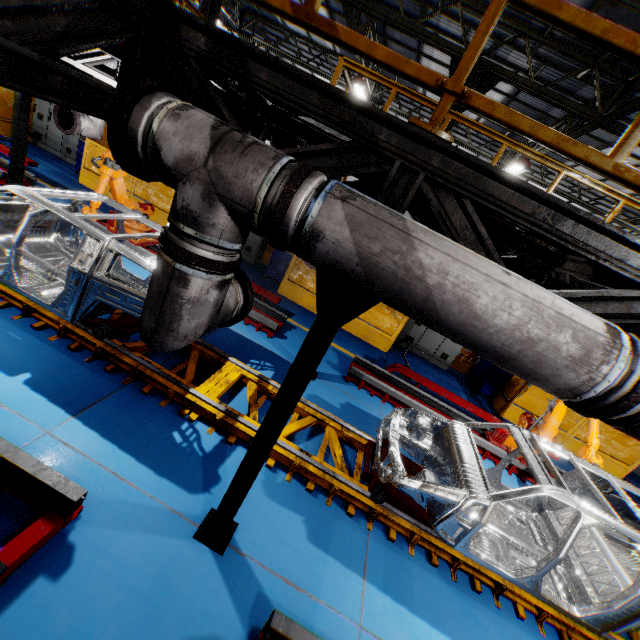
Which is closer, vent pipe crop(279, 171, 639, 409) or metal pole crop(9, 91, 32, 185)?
A: vent pipe crop(279, 171, 639, 409)

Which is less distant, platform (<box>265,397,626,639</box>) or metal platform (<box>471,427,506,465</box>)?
platform (<box>265,397,626,639</box>)

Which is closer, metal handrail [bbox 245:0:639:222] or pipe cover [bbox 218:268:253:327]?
metal handrail [bbox 245:0:639:222]

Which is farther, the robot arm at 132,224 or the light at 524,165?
the light at 524,165

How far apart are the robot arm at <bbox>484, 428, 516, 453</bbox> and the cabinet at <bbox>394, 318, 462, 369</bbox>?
3.5 meters

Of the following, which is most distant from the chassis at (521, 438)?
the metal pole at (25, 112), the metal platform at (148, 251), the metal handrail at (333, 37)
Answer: the metal handrail at (333, 37)

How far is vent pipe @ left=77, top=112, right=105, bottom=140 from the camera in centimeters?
668cm

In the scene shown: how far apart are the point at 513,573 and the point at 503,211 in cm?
462
